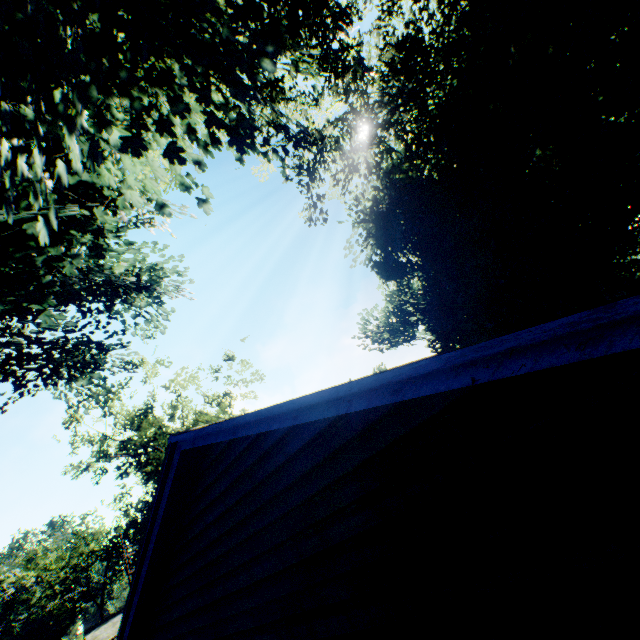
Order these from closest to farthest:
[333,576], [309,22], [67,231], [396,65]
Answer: [333,576]
[396,65]
[309,22]
[67,231]

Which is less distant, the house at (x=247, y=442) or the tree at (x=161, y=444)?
the house at (x=247, y=442)

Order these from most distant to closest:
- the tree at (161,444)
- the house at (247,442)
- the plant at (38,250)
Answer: the tree at (161,444) → the plant at (38,250) → the house at (247,442)

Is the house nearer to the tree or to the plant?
the plant

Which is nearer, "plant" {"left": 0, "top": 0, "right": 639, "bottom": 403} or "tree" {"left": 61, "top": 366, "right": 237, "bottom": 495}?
"plant" {"left": 0, "top": 0, "right": 639, "bottom": 403}

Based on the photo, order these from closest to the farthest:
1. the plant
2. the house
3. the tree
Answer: the house → the plant → the tree

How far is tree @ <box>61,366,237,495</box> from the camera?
21.2 meters

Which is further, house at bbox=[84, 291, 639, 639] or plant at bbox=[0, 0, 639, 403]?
plant at bbox=[0, 0, 639, 403]
